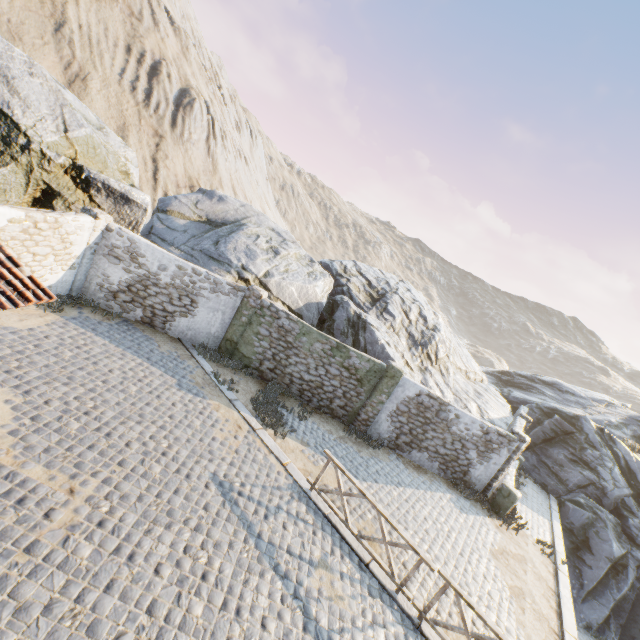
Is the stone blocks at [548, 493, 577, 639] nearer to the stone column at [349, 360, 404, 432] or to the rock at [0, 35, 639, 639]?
the rock at [0, 35, 639, 639]

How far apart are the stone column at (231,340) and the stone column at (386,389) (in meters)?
5.45

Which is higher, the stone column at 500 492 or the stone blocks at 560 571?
the stone column at 500 492

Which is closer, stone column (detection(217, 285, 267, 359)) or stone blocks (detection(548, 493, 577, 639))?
stone blocks (detection(548, 493, 577, 639))

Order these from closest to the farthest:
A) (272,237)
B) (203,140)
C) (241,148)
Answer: (272,237)
(203,140)
(241,148)

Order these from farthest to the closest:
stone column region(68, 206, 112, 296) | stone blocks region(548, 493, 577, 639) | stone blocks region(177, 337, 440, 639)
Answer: stone column region(68, 206, 112, 296) → stone blocks region(548, 493, 577, 639) → stone blocks region(177, 337, 440, 639)

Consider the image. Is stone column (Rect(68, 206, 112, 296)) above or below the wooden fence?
above

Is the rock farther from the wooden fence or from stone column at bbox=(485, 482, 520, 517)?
the wooden fence
